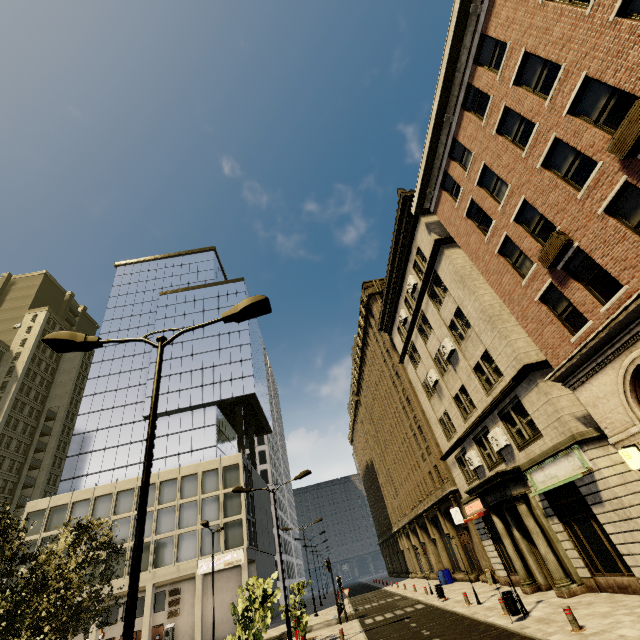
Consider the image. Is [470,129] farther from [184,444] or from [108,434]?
[108,434]

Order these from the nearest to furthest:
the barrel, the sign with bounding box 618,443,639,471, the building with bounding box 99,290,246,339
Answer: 1. the sign with bounding box 618,443,639,471
2. the barrel
3. the building with bounding box 99,290,246,339

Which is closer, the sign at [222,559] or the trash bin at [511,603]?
the trash bin at [511,603]

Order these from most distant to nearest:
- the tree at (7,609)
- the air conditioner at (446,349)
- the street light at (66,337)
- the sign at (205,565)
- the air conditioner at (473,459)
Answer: the sign at (205,565) < the air conditioner at (446,349) < the air conditioner at (473,459) < the tree at (7,609) < the street light at (66,337)

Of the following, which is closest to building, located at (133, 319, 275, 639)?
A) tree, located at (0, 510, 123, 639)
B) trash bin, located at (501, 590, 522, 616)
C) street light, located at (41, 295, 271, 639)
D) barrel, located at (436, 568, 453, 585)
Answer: barrel, located at (436, 568, 453, 585)

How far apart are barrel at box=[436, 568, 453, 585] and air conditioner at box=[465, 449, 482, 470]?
15.07m

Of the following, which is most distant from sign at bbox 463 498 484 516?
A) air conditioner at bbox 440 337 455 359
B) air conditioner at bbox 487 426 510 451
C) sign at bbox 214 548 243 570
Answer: sign at bbox 214 548 243 570

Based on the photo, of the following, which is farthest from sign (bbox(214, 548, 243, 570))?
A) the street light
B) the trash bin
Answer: the street light
